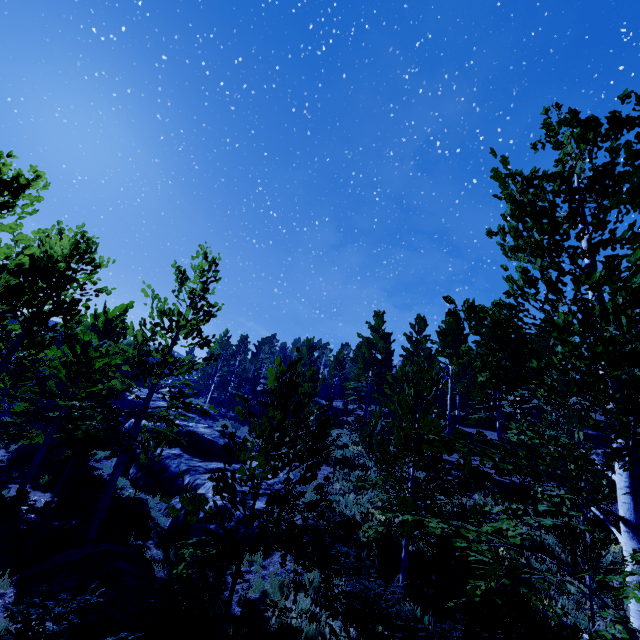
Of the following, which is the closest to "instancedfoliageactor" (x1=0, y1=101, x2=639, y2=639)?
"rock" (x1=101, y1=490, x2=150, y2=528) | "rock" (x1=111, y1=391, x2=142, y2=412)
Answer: "rock" (x1=111, y1=391, x2=142, y2=412)

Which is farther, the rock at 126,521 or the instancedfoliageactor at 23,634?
the rock at 126,521

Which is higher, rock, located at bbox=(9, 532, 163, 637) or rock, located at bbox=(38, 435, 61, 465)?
rock, located at bbox=(38, 435, 61, 465)

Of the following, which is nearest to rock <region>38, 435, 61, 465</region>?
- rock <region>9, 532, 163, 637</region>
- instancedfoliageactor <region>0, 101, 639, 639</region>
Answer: instancedfoliageactor <region>0, 101, 639, 639</region>

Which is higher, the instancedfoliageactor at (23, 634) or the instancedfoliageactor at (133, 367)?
the instancedfoliageactor at (133, 367)

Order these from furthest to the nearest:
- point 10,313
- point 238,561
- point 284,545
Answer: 1. point 10,313
2. point 238,561
3. point 284,545

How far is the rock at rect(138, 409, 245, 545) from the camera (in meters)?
11.11

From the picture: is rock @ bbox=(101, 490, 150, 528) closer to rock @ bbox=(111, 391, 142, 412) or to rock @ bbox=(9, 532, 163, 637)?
rock @ bbox=(111, 391, 142, 412)
